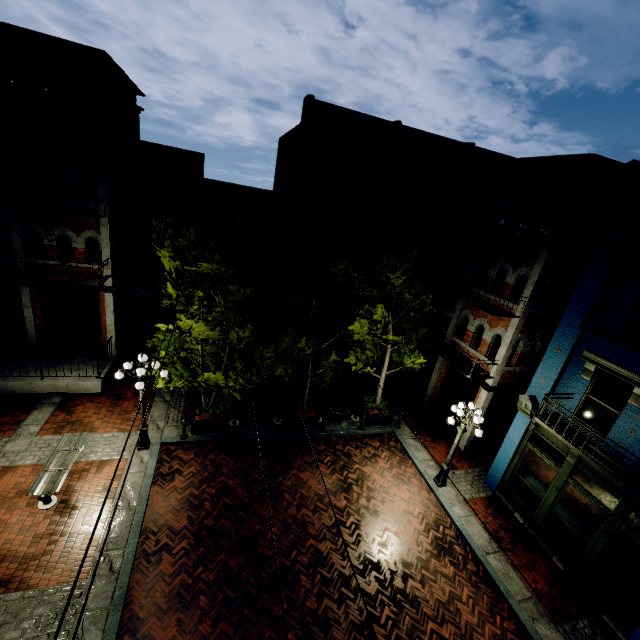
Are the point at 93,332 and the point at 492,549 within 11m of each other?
no

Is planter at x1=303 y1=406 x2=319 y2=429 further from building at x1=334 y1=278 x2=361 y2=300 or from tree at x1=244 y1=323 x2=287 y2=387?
building at x1=334 y1=278 x2=361 y2=300

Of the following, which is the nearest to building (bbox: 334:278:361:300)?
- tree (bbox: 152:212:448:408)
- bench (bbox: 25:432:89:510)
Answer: tree (bbox: 152:212:448:408)

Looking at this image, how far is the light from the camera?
11.0m

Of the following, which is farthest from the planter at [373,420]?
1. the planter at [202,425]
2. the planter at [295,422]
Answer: the planter at [202,425]

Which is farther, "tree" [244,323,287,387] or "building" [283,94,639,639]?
"tree" [244,323,287,387]

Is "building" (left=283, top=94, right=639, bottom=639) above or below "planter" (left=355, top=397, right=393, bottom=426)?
above

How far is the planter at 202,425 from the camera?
12.0 meters
